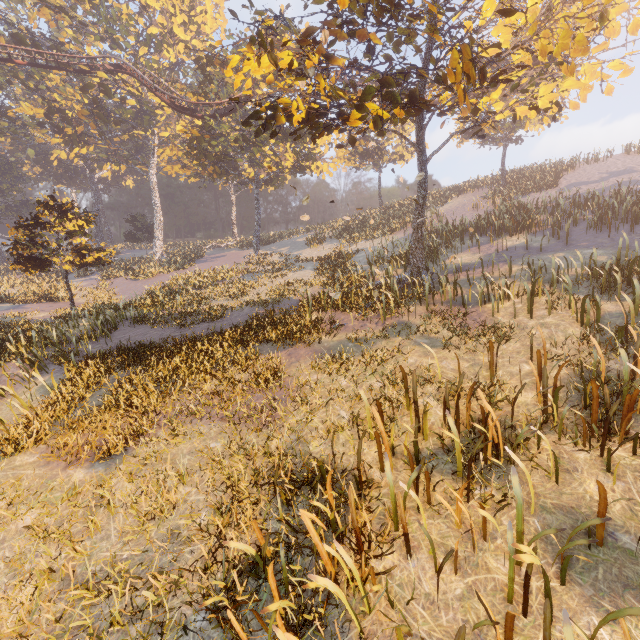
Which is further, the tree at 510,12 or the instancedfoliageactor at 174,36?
the instancedfoliageactor at 174,36

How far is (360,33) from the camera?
8.24m

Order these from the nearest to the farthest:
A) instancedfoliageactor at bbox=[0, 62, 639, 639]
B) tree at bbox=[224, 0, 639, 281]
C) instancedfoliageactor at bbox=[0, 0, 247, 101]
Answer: instancedfoliageactor at bbox=[0, 62, 639, 639] → tree at bbox=[224, 0, 639, 281] → instancedfoliageactor at bbox=[0, 0, 247, 101]

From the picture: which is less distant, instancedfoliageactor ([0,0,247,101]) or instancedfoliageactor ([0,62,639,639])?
instancedfoliageactor ([0,62,639,639])

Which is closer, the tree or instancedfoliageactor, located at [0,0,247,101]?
the tree

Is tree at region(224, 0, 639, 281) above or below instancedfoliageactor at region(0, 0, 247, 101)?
below

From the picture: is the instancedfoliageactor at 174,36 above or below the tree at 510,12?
above
